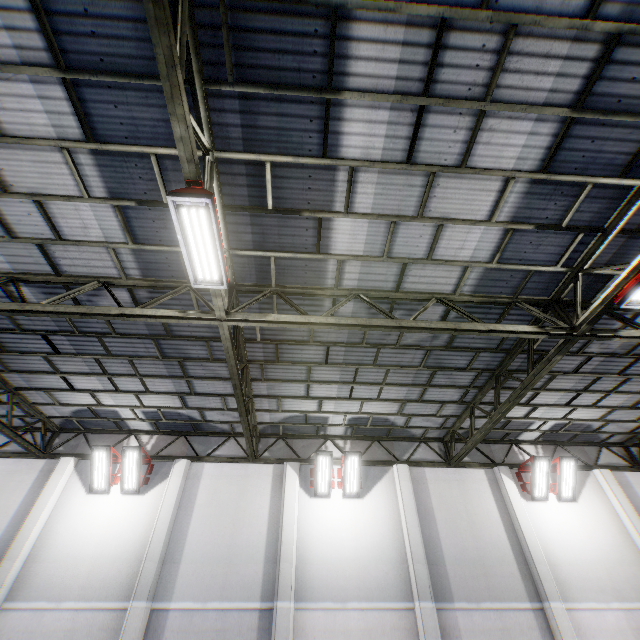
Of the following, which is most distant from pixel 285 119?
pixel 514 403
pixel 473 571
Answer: pixel 473 571

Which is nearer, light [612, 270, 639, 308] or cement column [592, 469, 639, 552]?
light [612, 270, 639, 308]

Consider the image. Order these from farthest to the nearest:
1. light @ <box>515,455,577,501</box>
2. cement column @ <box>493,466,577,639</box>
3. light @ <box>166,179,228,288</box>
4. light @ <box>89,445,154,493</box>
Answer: light @ <box>515,455,577,501</box>, light @ <box>89,445,154,493</box>, cement column @ <box>493,466,577,639</box>, light @ <box>166,179,228,288</box>

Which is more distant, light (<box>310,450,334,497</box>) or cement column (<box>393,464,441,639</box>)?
light (<box>310,450,334,497</box>)

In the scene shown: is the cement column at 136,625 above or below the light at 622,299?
below

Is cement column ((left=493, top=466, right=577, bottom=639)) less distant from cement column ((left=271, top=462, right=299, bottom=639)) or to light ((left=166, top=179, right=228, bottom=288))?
cement column ((left=271, top=462, right=299, bottom=639))

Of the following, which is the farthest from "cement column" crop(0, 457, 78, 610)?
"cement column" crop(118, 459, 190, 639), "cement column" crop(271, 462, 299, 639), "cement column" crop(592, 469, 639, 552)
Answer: "cement column" crop(592, 469, 639, 552)

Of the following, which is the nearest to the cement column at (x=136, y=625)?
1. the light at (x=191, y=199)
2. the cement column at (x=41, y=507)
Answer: the cement column at (x=41, y=507)
